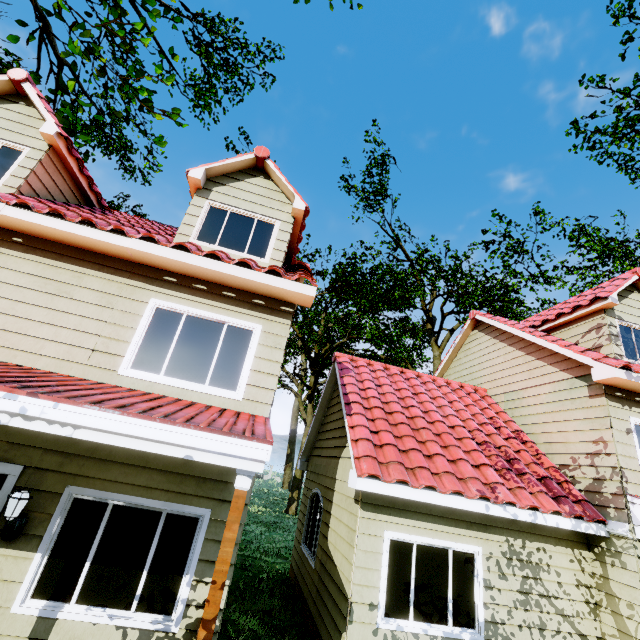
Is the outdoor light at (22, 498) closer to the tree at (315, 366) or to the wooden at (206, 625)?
the wooden at (206, 625)

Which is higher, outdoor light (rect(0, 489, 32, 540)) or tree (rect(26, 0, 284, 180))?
tree (rect(26, 0, 284, 180))

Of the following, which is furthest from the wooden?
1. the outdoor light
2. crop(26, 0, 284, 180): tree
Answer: crop(26, 0, 284, 180): tree

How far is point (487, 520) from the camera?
6.38m

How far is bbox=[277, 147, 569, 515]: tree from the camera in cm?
1888

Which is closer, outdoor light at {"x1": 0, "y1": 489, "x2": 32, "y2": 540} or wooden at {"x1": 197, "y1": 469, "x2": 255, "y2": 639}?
wooden at {"x1": 197, "y1": 469, "x2": 255, "y2": 639}

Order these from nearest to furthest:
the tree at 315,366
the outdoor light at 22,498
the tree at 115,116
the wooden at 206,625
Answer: the wooden at 206,625 < the outdoor light at 22,498 < the tree at 115,116 < the tree at 315,366
